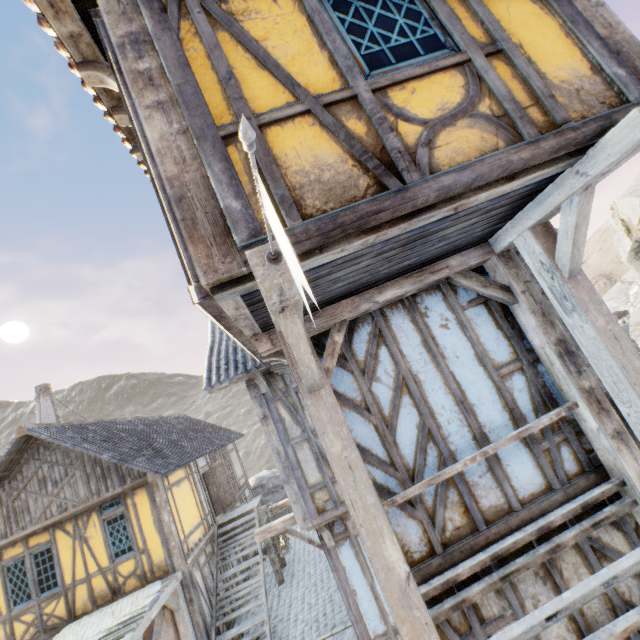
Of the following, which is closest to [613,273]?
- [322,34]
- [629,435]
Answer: [629,435]

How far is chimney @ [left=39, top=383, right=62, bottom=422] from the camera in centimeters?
1545cm

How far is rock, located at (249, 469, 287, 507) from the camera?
21.8m

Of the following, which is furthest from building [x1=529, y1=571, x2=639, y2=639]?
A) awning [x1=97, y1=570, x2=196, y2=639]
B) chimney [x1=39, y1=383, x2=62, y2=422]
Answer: chimney [x1=39, y1=383, x2=62, y2=422]

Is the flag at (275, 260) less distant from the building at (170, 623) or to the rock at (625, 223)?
the rock at (625, 223)

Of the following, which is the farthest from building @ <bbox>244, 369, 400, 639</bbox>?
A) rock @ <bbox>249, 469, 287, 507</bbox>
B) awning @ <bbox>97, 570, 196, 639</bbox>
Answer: Result: rock @ <bbox>249, 469, 287, 507</bbox>

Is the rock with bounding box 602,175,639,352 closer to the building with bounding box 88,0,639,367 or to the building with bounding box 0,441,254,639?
the building with bounding box 88,0,639,367

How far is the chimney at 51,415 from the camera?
15.5 meters
